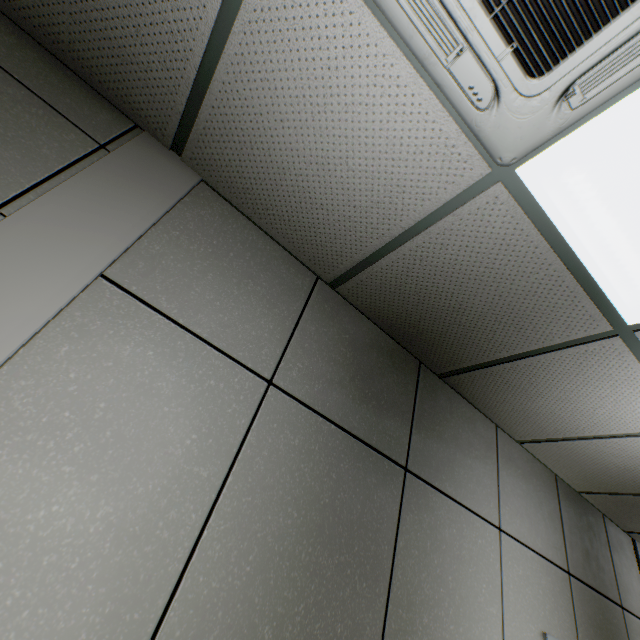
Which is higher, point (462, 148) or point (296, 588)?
point (462, 148)
